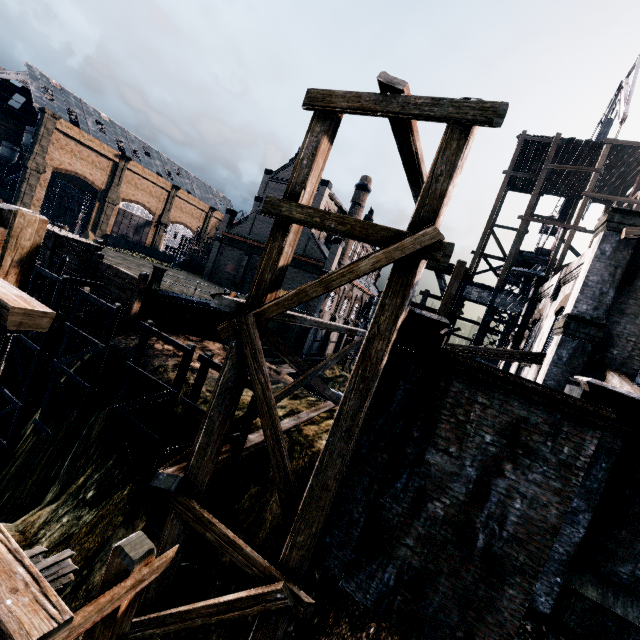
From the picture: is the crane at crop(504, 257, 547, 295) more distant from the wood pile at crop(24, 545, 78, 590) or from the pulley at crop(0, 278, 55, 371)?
the pulley at crop(0, 278, 55, 371)

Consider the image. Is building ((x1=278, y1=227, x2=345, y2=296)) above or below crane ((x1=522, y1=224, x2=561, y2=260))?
below

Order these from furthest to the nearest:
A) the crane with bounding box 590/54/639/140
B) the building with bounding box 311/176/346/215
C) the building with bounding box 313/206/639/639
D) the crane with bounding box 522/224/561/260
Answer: the building with bounding box 311/176/346/215, the crane with bounding box 522/224/561/260, the crane with bounding box 590/54/639/140, the building with bounding box 313/206/639/639

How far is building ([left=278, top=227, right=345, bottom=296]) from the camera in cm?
4134

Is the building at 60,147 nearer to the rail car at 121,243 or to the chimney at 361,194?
the chimney at 361,194

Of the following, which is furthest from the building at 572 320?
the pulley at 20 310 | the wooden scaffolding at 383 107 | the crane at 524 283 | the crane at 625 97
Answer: the pulley at 20 310

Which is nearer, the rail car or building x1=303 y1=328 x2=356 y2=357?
building x1=303 y1=328 x2=356 y2=357

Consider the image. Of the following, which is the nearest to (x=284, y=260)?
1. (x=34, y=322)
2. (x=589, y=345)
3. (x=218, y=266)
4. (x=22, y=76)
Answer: (x=34, y=322)
